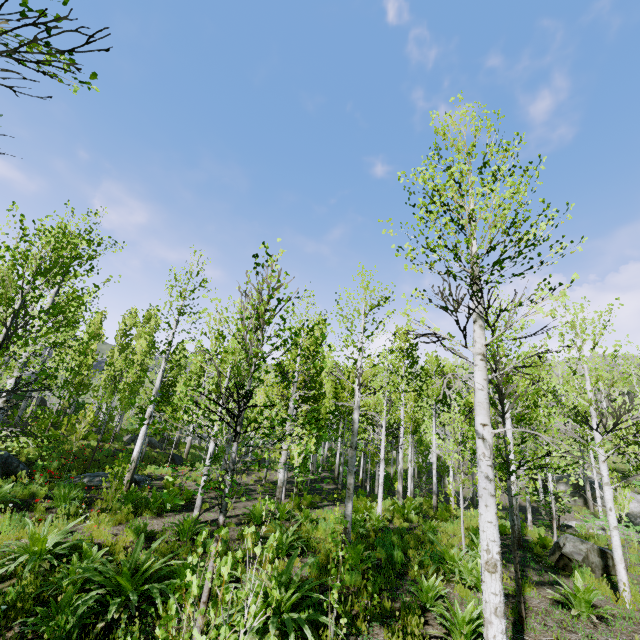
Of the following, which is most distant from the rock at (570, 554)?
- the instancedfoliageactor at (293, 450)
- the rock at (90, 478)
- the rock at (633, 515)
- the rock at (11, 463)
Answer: the rock at (633, 515)

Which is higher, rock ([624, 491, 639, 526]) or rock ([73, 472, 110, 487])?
rock ([624, 491, 639, 526])

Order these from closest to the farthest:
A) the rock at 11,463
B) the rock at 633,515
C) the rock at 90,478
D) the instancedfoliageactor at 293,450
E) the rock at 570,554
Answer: the instancedfoliageactor at 293,450 < the rock at 570,554 < the rock at 90,478 < the rock at 11,463 < the rock at 633,515

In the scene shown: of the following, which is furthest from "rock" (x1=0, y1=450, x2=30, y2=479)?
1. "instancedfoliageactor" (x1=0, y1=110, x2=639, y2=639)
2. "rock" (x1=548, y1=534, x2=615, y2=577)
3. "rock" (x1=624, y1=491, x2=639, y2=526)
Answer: "rock" (x1=624, y1=491, x2=639, y2=526)

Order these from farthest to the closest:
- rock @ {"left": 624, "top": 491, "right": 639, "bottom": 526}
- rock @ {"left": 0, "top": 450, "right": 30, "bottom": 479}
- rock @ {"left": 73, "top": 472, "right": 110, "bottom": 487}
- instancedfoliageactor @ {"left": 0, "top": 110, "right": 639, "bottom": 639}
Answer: rock @ {"left": 624, "top": 491, "right": 639, "bottom": 526}, rock @ {"left": 0, "top": 450, "right": 30, "bottom": 479}, rock @ {"left": 73, "top": 472, "right": 110, "bottom": 487}, instancedfoliageactor @ {"left": 0, "top": 110, "right": 639, "bottom": 639}

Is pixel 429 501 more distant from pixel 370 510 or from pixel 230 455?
pixel 230 455

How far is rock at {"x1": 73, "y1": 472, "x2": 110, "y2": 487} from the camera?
12.1m

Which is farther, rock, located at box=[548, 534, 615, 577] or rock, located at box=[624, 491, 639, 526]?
rock, located at box=[624, 491, 639, 526]
